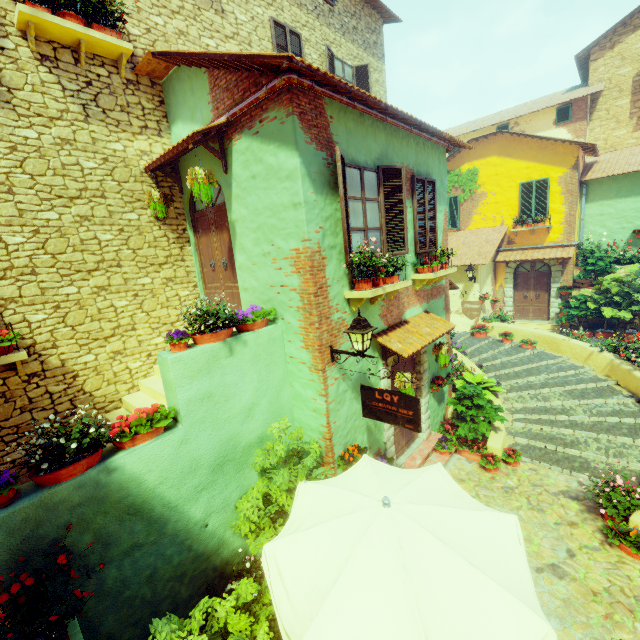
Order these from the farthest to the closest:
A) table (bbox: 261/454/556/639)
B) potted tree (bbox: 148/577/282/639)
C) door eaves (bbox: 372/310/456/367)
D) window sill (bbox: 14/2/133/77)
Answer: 1. door eaves (bbox: 372/310/456/367)
2. window sill (bbox: 14/2/133/77)
3. potted tree (bbox: 148/577/282/639)
4. table (bbox: 261/454/556/639)

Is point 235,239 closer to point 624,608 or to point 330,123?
point 330,123

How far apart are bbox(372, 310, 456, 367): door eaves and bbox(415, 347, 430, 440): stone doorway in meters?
0.0

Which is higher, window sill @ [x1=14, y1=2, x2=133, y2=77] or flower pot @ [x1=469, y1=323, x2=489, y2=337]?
window sill @ [x1=14, y1=2, x2=133, y2=77]

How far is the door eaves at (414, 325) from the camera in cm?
603

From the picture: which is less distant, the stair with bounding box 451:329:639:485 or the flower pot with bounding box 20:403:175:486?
the flower pot with bounding box 20:403:175:486

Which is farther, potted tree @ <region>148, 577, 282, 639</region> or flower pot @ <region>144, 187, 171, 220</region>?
flower pot @ <region>144, 187, 171, 220</region>

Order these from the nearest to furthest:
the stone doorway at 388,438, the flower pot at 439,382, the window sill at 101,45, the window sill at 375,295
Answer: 1. the window sill at 101,45
2. the window sill at 375,295
3. the stone doorway at 388,438
4. the flower pot at 439,382
